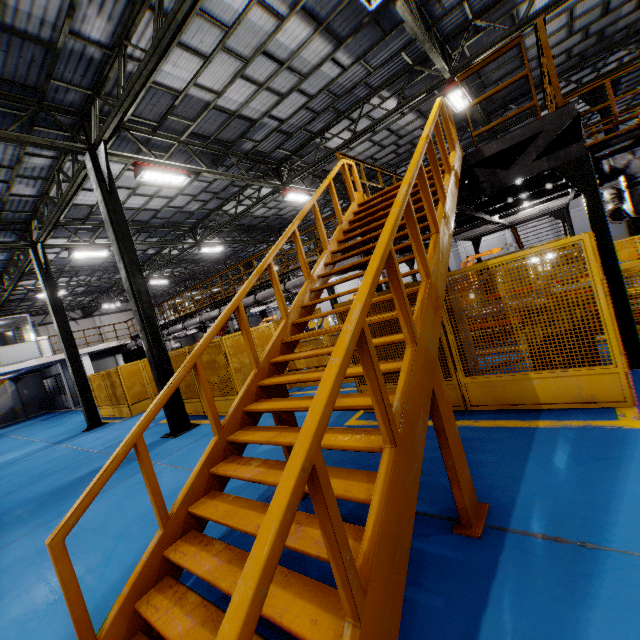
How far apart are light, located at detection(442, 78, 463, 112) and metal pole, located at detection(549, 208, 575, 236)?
6.7m

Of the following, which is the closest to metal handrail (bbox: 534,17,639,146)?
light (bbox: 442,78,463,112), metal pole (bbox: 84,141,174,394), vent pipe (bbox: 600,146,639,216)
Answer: vent pipe (bbox: 600,146,639,216)

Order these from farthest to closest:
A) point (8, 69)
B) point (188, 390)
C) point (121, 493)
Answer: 1. point (188, 390)
2. point (8, 69)
3. point (121, 493)

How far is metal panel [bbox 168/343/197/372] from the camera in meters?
10.0 m

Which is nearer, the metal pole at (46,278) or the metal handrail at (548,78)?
the metal handrail at (548,78)

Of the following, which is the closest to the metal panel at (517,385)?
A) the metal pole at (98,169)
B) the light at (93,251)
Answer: the metal pole at (98,169)

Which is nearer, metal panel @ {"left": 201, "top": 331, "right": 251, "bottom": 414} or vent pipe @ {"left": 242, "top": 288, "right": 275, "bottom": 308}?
metal panel @ {"left": 201, "top": 331, "right": 251, "bottom": 414}

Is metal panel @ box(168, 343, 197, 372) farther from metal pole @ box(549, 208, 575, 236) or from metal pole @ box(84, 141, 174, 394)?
metal pole @ box(84, 141, 174, 394)
